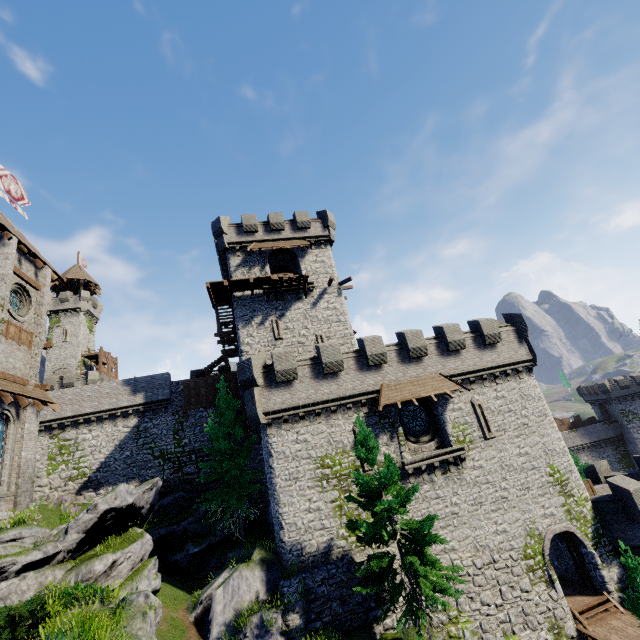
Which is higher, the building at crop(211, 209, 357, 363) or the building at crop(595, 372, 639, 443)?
the building at crop(211, 209, 357, 363)

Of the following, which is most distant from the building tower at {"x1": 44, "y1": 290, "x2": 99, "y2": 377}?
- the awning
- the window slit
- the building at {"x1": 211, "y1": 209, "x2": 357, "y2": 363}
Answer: the window slit

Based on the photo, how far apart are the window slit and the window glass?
2.82m

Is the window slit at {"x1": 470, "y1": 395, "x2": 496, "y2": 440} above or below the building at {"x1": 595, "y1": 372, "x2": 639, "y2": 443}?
above

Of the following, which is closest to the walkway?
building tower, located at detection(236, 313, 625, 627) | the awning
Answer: building tower, located at detection(236, 313, 625, 627)

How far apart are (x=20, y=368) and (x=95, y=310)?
47.26m

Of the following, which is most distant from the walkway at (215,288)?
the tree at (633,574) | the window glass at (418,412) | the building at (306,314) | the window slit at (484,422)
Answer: the tree at (633,574)

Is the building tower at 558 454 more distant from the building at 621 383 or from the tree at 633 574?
the building at 621 383
